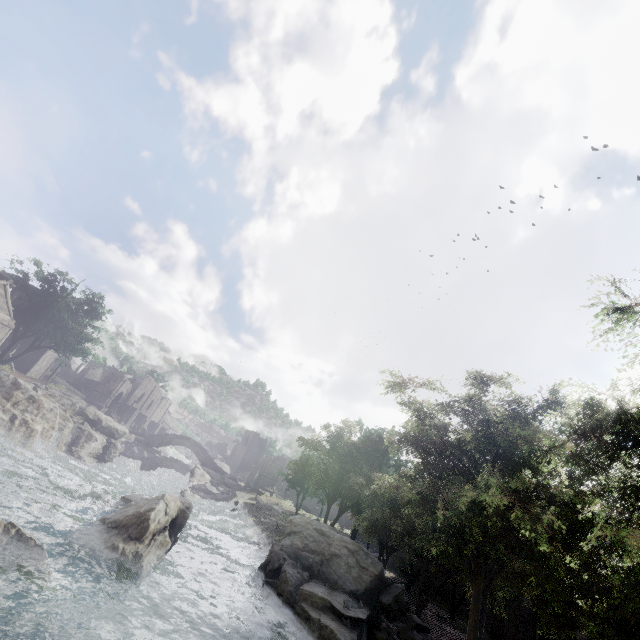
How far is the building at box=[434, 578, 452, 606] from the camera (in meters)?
31.30

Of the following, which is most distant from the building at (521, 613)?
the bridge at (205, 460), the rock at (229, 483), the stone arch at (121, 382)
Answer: the rock at (229, 483)

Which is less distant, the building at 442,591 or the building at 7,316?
the building at 7,316

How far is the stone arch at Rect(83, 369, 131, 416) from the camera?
51.06m

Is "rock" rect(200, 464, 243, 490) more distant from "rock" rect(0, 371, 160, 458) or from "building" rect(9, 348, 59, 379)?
"building" rect(9, 348, 59, 379)

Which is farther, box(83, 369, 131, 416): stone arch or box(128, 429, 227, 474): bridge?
box(128, 429, 227, 474): bridge

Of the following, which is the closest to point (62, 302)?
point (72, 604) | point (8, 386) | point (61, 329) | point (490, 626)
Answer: point (61, 329)

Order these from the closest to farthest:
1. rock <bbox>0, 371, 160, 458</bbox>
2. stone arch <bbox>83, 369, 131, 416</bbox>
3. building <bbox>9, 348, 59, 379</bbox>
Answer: rock <bbox>0, 371, 160, 458</bbox> < building <bbox>9, 348, 59, 379</bbox> < stone arch <bbox>83, 369, 131, 416</bbox>
